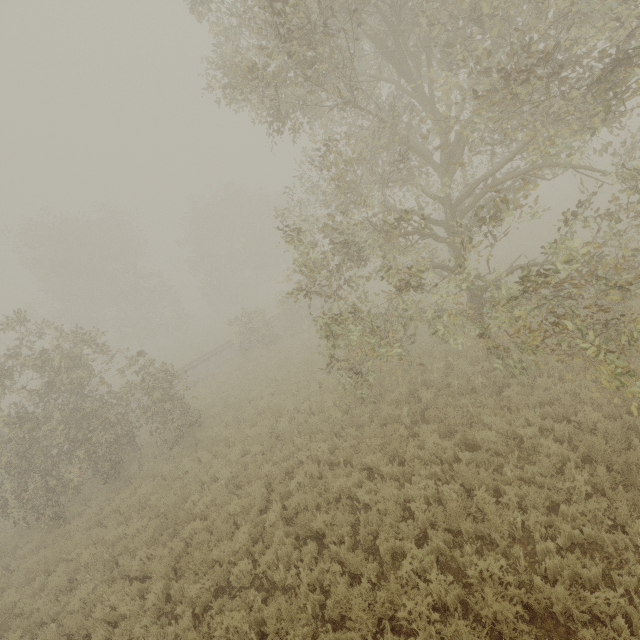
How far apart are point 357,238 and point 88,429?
12.20m
